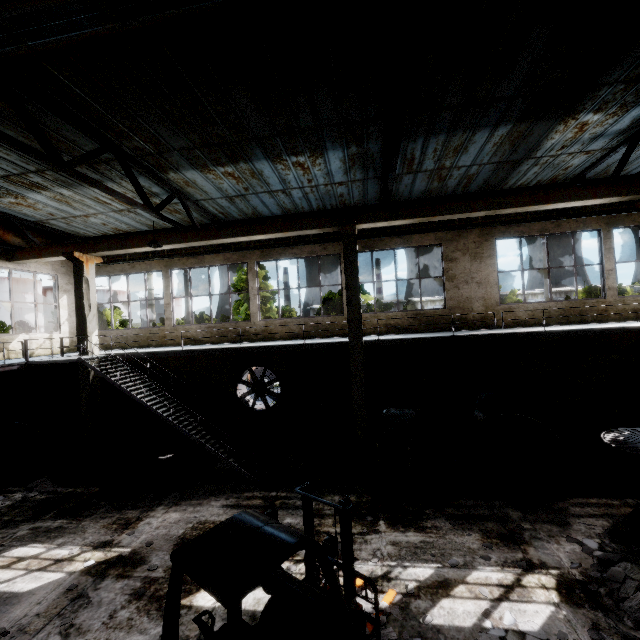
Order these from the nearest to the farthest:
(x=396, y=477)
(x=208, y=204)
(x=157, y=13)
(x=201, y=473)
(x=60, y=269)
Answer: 1. (x=157, y=13)
2. (x=396, y=477)
3. (x=201, y=473)
4. (x=208, y=204)
5. (x=60, y=269)

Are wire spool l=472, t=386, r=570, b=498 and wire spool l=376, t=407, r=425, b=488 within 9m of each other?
yes

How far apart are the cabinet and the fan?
6.4 meters

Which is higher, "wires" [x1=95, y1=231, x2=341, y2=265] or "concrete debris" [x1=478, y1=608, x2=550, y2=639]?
"wires" [x1=95, y1=231, x2=341, y2=265]

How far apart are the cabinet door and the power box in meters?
4.9 m

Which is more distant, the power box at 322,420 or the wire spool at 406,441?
the power box at 322,420

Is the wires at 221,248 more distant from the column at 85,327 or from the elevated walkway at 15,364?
the elevated walkway at 15,364

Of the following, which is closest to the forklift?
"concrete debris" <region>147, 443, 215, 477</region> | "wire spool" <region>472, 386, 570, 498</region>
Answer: "wire spool" <region>472, 386, 570, 498</region>
